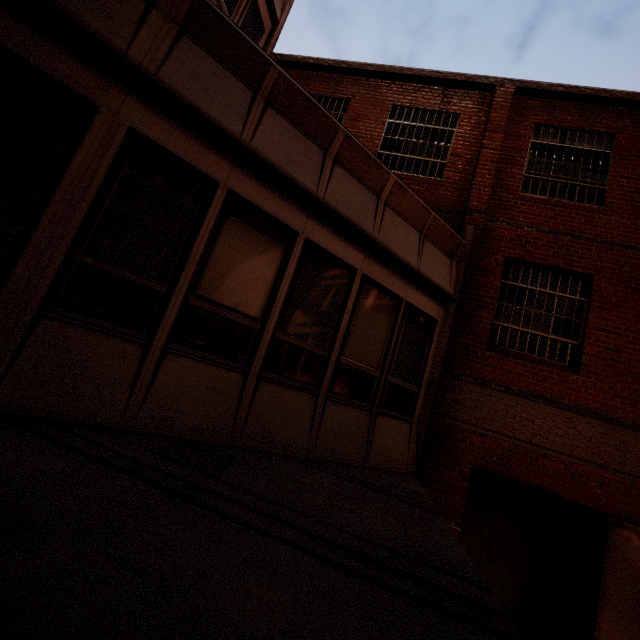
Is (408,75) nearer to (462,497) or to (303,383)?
(303,383)
